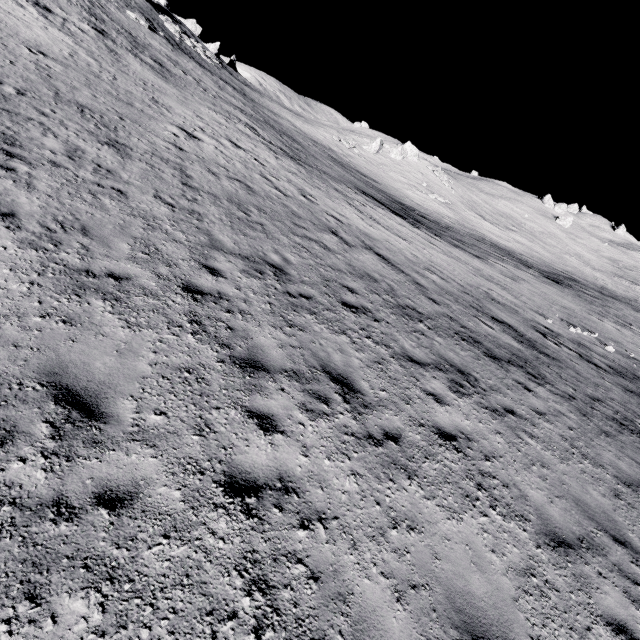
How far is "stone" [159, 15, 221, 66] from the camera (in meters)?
41.12

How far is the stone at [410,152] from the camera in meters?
52.4 m

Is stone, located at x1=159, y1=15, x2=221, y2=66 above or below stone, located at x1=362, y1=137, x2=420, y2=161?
above

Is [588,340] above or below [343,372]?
below

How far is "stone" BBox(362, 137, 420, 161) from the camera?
52.38m

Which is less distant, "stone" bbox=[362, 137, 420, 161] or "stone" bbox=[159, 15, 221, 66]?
"stone" bbox=[159, 15, 221, 66]

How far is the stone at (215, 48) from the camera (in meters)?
41.12
